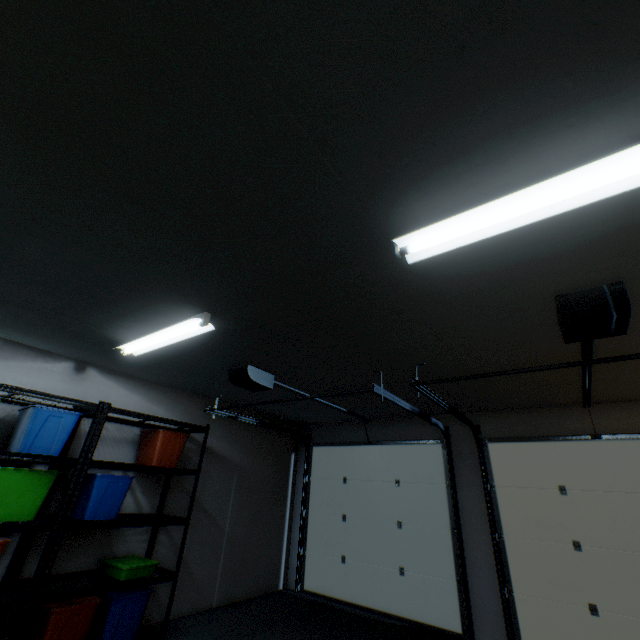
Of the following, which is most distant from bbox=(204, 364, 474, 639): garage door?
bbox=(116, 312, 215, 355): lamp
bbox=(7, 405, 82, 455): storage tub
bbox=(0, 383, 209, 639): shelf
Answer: bbox=(7, 405, 82, 455): storage tub

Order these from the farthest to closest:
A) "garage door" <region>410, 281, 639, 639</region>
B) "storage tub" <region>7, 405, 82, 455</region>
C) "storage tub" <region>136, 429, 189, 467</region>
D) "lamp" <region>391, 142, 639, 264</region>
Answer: "storage tub" <region>136, 429, 189, 467</region>, "storage tub" <region>7, 405, 82, 455</region>, "garage door" <region>410, 281, 639, 639</region>, "lamp" <region>391, 142, 639, 264</region>

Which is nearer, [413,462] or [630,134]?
[630,134]

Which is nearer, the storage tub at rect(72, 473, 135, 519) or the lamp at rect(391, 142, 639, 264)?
the lamp at rect(391, 142, 639, 264)

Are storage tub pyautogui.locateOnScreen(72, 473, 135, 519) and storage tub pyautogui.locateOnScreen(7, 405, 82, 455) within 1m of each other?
yes

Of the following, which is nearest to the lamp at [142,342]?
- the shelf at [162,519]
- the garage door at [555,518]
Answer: the shelf at [162,519]

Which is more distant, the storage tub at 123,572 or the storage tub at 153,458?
the storage tub at 153,458

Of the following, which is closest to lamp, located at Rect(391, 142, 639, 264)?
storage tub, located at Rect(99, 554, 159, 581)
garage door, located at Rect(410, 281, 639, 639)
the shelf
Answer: garage door, located at Rect(410, 281, 639, 639)
